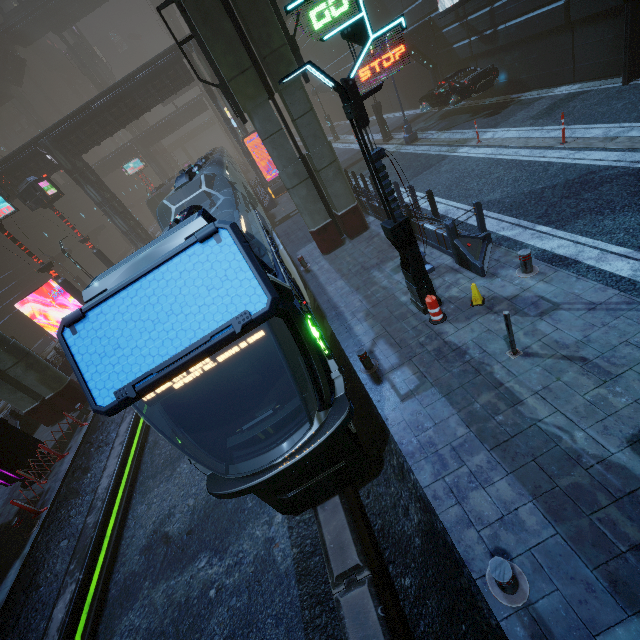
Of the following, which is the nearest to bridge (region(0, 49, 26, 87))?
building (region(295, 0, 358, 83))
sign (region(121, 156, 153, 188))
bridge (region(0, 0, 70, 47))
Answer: bridge (region(0, 0, 70, 47))

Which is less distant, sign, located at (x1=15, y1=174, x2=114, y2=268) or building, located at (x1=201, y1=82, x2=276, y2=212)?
sign, located at (x1=15, y1=174, x2=114, y2=268)

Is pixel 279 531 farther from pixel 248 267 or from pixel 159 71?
pixel 159 71

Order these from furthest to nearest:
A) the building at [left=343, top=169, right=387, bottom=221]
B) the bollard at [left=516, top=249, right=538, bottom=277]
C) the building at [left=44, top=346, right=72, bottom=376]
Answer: the building at [left=44, top=346, right=72, bottom=376], the building at [left=343, top=169, right=387, bottom=221], the bollard at [left=516, top=249, right=538, bottom=277]

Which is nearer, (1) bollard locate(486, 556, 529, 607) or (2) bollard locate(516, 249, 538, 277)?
(1) bollard locate(486, 556, 529, 607)

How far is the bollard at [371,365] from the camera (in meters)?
7.24

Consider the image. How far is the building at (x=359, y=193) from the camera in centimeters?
1256cm

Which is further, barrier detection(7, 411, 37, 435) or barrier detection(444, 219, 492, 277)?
barrier detection(7, 411, 37, 435)
